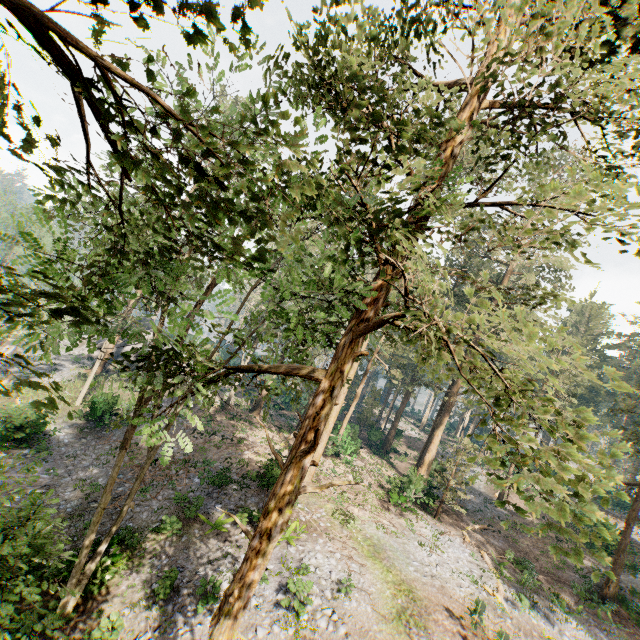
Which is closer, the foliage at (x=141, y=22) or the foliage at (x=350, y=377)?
the foliage at (x=141, y=22)

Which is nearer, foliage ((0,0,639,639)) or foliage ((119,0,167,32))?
foliage ((119,0,167,32))

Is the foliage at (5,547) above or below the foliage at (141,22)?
below

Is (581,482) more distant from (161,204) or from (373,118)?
(161,204)

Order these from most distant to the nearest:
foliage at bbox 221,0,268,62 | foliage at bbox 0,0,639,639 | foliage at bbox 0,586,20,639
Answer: foliage at bbox 0,586,20,639 → foliage at bbox 0,0,639,639 → foliage at bbox 221,0,268,62
